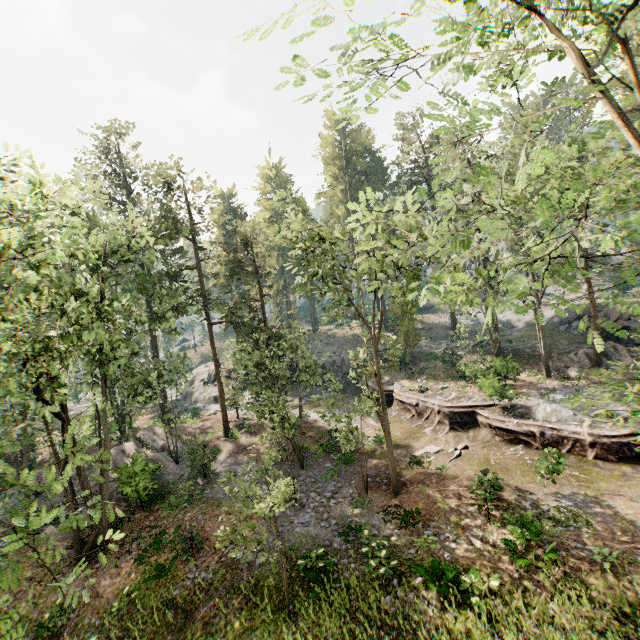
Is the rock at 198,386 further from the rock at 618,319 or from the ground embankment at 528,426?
the rock at 618,319

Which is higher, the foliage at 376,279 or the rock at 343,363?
the foliage at 376,279

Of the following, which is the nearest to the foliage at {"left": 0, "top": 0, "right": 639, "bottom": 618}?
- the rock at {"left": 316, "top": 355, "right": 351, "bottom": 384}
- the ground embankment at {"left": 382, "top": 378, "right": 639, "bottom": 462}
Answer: the ground embankment at {"left": 382, "top": 378, "right": 639, "bottom": 462}

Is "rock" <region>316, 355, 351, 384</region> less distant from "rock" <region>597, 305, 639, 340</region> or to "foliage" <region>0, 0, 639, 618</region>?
"foliage" <region>0, 0, 639, 618</region>

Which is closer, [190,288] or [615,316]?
[190,288]

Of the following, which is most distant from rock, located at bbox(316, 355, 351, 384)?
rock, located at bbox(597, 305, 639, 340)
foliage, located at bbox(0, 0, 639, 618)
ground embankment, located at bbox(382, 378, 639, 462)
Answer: rock, located at bbox(597, 305, 639, 340)

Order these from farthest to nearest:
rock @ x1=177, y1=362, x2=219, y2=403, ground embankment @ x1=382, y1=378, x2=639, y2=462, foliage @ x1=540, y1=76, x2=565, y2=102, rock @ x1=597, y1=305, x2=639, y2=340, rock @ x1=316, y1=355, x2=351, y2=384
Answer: rock @ x1=177, y1=362, x2=219, y2=403 → rock @ x1=316, y1=355, x2=351, y2=384 → rock @ x1=597, y1=305, x2=639, y2=340 → ground embankment @ x1=382, y1=378, x2=639, y2=462 → foliage @ x1=540, y1=76, x2=565, y2=102
